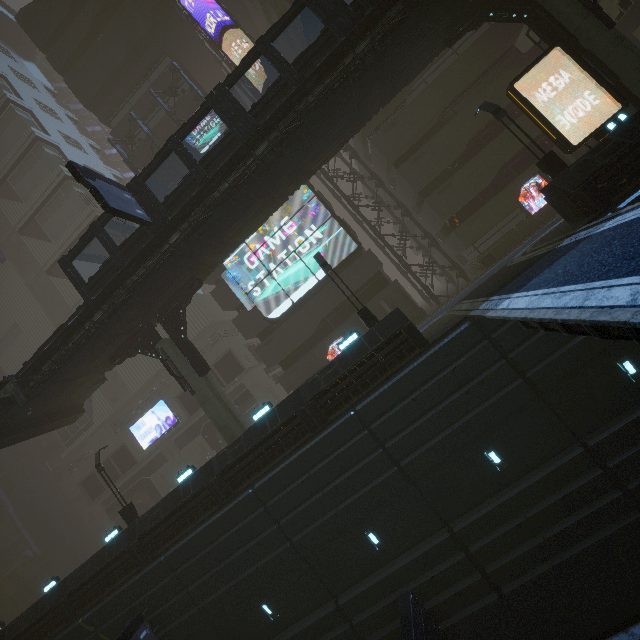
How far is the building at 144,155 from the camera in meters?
28.4 m

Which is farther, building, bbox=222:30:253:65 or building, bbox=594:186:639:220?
building, bbox=222:30:253:65

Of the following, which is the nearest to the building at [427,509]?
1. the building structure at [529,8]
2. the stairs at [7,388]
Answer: the building structure at [529,8]

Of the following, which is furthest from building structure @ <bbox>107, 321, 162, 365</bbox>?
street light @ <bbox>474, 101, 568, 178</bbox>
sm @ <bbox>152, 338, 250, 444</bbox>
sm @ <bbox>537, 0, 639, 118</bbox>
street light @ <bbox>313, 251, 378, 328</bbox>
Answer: street light @ <bbox>474, 101, 568, 178</bbox>

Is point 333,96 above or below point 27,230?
below

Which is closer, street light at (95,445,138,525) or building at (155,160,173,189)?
street light at (95,445,138,525)

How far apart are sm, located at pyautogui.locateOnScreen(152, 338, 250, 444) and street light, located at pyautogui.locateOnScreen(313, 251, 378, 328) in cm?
938

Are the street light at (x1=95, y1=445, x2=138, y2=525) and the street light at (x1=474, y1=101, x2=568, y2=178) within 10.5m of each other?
no
